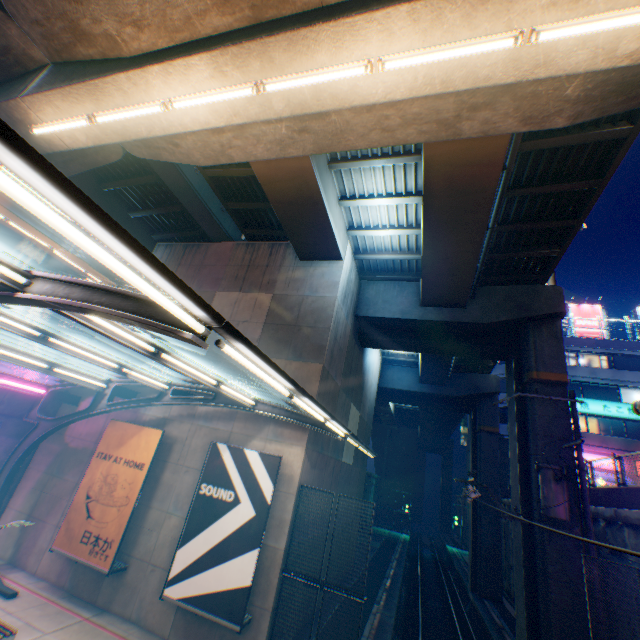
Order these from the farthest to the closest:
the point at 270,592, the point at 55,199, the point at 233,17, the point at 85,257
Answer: the point at 85,257 < the point at 270,592 < the point at 233,17 < the point at 55,199

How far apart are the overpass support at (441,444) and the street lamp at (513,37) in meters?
64.1 m

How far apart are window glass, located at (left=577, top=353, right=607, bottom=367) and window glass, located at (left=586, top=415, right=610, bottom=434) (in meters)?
4.37

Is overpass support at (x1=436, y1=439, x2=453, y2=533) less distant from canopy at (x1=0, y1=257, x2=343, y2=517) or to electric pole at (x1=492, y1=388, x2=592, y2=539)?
canopy at (x1=0, y1=257, x2=343, y2=517)

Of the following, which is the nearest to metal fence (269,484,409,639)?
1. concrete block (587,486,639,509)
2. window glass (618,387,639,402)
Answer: concrete block (587,486,639,509)

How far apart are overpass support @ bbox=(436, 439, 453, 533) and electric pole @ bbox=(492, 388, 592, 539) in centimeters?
5301cm

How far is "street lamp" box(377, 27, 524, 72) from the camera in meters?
5.3 m

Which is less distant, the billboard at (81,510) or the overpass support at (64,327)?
the billboard at (81,510)
